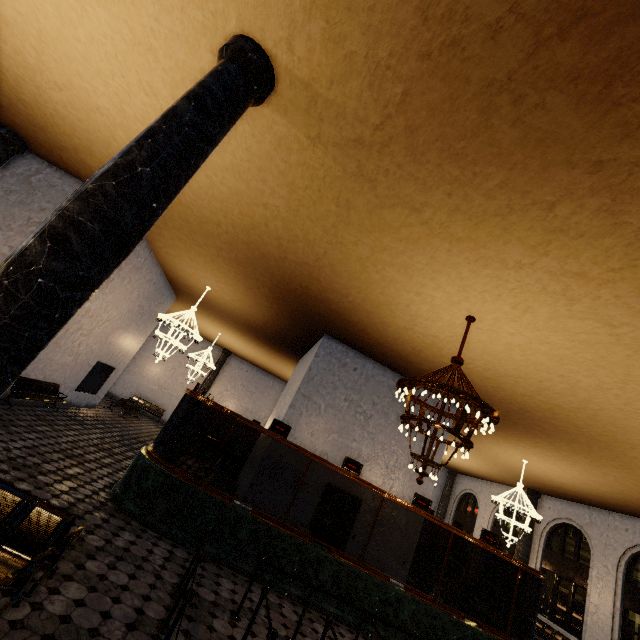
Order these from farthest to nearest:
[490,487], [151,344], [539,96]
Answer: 1. [151,344]
2. [490,487]
3. [539,96]
